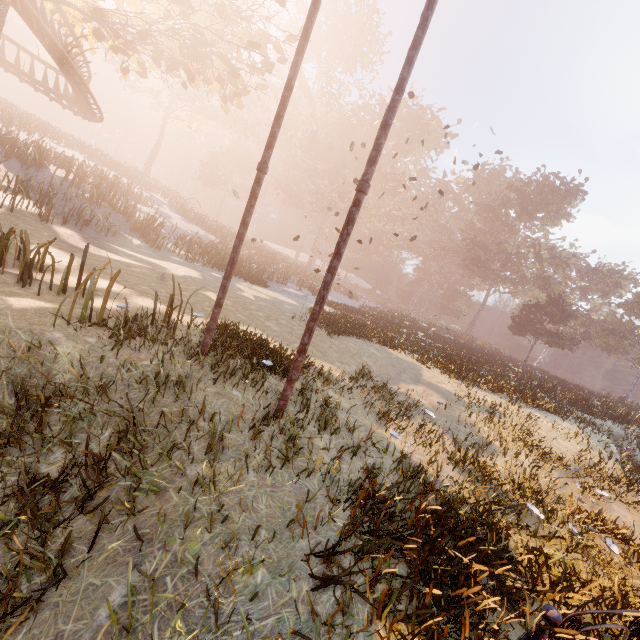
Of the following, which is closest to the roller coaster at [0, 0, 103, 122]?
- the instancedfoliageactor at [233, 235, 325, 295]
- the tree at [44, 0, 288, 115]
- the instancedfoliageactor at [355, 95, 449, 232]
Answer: the tree at [44, 0, 288, 115]

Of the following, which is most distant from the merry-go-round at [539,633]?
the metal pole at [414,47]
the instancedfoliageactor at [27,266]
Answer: the instancedfoliageactor at [27,266]

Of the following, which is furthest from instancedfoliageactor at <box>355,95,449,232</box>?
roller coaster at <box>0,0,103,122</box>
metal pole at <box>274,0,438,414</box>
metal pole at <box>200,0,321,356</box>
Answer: metal pole at <box>274,0,438,414</box>

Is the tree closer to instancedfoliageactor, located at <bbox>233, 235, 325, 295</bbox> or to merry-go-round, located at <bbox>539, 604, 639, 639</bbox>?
instancedfoliageactor, located at <bbox>233, 235, 325, 295</bbox>

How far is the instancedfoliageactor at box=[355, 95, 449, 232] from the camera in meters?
51.2

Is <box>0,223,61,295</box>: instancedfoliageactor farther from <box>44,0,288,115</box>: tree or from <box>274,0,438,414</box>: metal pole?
<box>274,0,438,414</box>: metal pole

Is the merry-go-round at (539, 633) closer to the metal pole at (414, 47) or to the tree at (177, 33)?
the metal pole at (414, 47)

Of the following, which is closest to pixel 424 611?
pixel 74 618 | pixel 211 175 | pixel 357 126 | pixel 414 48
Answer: pixel 74 618
